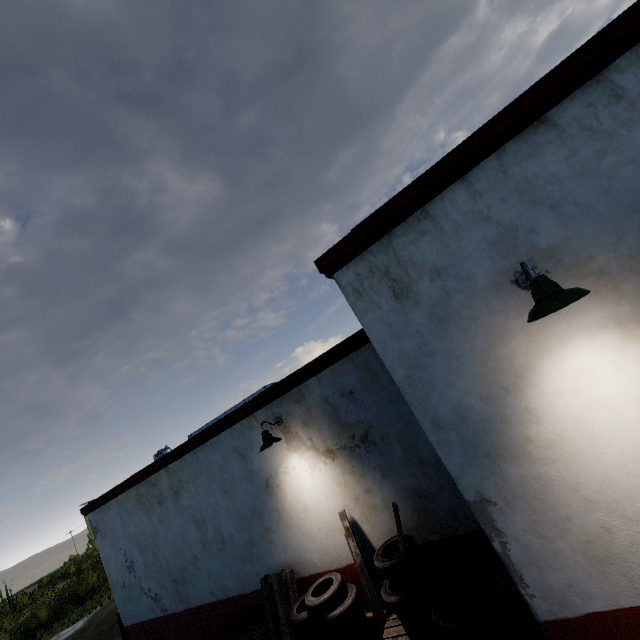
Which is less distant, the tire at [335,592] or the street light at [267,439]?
the tire at [335,592]

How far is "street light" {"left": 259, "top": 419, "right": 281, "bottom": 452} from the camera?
5.60m

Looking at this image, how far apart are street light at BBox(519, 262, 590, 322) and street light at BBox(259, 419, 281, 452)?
4.4 meters

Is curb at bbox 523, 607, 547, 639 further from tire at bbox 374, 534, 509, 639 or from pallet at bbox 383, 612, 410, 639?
pallet at bbox 383, 612, 410, 639

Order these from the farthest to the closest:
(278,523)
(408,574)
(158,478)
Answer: (158,478) → (278,523) → (408,574)

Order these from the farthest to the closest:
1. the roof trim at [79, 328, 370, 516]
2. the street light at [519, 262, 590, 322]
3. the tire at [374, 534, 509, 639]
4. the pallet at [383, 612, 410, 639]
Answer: the roof trim at [79, 328, 370, 516], the pallet at [383, 612, 410, 639], the tire at [374, 534, 509, 639], the street light at [519, 262, 590, 322]

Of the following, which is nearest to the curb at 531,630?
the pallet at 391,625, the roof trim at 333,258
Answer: the pallet at 391,625

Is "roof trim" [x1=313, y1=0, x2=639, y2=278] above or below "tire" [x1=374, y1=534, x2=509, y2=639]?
above
